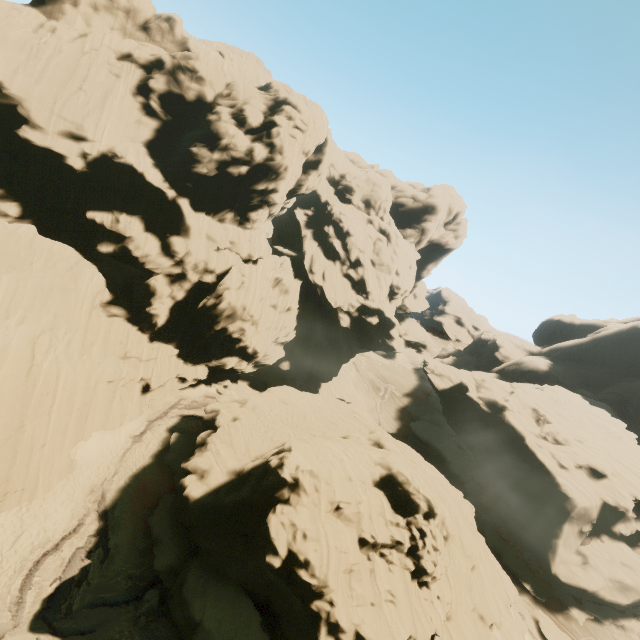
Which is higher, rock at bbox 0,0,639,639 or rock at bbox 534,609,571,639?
rock at bbox 0,0,639,639

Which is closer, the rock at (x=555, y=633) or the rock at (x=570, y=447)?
the rock at (x=570, y=447)

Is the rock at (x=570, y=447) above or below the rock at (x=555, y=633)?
above

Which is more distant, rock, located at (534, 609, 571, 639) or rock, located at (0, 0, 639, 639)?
rock, located at (534, 609, 571, 639)

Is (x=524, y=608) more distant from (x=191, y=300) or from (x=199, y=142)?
(x=199, y=142)
